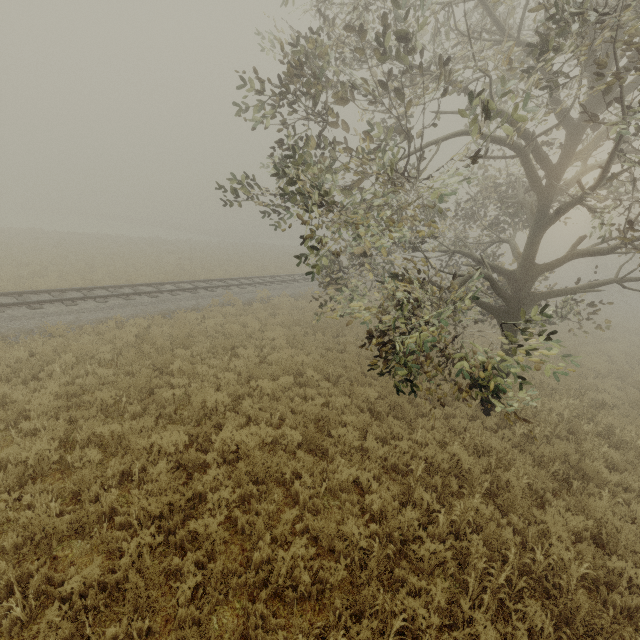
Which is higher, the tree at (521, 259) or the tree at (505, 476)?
the tree at (521, 259)

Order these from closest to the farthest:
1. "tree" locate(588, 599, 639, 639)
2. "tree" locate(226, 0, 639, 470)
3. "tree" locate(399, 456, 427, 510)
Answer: "tree" locate(588, 599, 639, 639)
"tree" locate(226, 0, 639, 470)
"tree" locate(399, 456, 427, 510)

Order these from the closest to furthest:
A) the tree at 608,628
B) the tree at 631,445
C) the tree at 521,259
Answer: the tree at 608,628
the tree at 521,259
the tree at 631,445

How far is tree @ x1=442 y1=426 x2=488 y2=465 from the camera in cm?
718

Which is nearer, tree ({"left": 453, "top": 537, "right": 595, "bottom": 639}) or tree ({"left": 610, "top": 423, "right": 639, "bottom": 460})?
tree ({"left": 453, "top": 537, "right": 595, "bottom": 639})

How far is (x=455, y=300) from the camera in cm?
652
